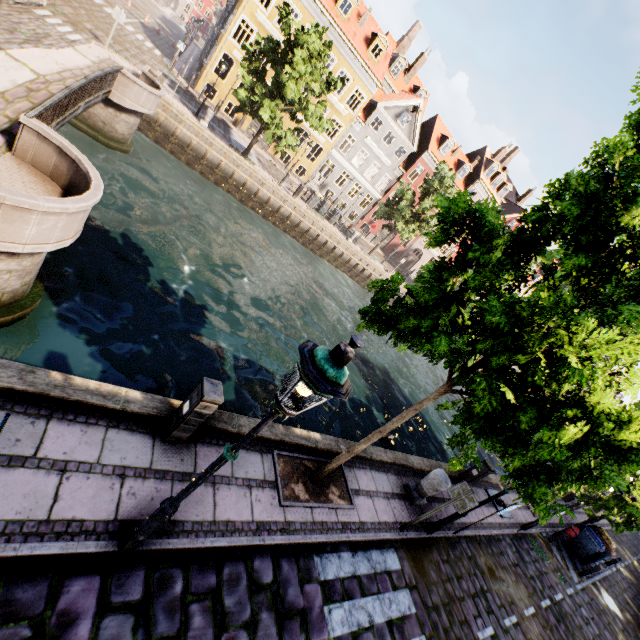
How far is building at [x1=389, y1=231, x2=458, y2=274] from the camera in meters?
41.3

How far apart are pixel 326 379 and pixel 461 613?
8.26m

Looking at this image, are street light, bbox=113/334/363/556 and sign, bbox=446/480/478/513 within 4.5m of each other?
no

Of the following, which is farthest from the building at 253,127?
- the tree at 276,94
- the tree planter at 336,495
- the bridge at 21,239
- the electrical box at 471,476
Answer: the tree planter at 336,495

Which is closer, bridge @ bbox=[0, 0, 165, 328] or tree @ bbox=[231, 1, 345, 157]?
bridge @ bbox=[0, 0, 165, 328]

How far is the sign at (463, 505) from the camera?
6.5 meters

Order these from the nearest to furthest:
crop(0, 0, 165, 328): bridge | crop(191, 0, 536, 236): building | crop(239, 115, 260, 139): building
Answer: crop(0, 0, 165, 328): bridge, crop(191, 0, 536, 236): building, crop(239, 115, 260, 139): building
